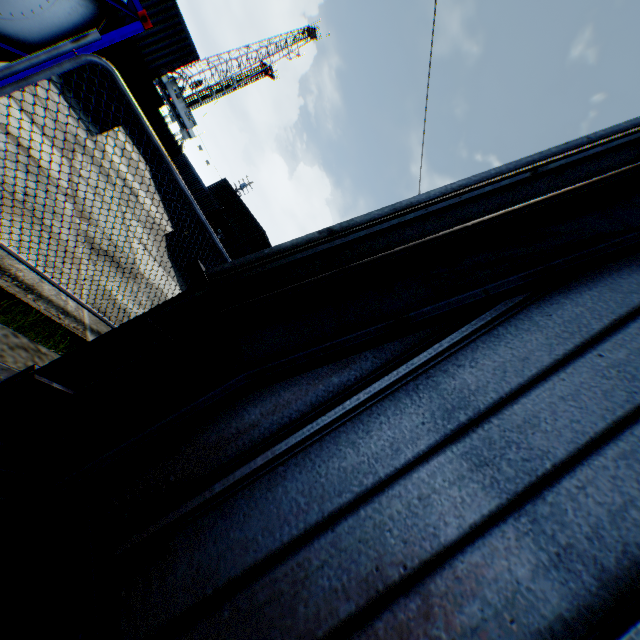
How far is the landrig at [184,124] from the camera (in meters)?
51.30

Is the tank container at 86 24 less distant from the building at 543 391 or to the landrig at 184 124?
the building at 543 391

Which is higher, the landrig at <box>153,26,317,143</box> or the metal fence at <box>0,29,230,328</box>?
the landrig at <box>153,26,317,143</box>

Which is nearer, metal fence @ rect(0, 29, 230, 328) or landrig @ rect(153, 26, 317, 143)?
metal fence @ rect(0, 29, 230, 328)

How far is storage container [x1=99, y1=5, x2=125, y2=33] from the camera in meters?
11.9

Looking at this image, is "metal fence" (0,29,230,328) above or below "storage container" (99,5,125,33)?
below

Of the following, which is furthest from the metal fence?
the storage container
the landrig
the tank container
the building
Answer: the landrig

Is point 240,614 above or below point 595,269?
below
